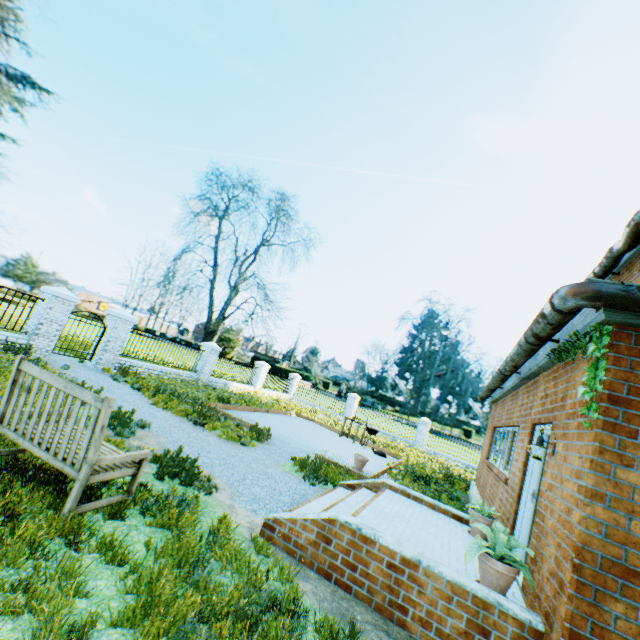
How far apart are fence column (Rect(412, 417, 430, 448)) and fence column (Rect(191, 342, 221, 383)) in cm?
1466

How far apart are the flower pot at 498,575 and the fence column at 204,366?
15.82m

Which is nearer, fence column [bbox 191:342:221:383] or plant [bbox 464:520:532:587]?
plant [bbox 464:520:532:587]

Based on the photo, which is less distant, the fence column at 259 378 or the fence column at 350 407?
the fence column at 259 378

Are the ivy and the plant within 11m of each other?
yes

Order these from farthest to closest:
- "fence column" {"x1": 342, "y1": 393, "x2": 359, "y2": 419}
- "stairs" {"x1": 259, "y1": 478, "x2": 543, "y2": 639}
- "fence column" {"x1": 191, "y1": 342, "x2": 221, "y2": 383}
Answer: "fence column" {"x1": 342, "y1": 393, "x2": 359, "y2": 419} → "fence column" {"x1": 191, "y1": 342, "x2": 221, "y2": 383} → "stairs" {"x1": 259, "y1": 478, "x2": 543, "y2": 639}

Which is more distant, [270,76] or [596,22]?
[270,76]

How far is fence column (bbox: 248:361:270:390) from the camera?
22.61m
